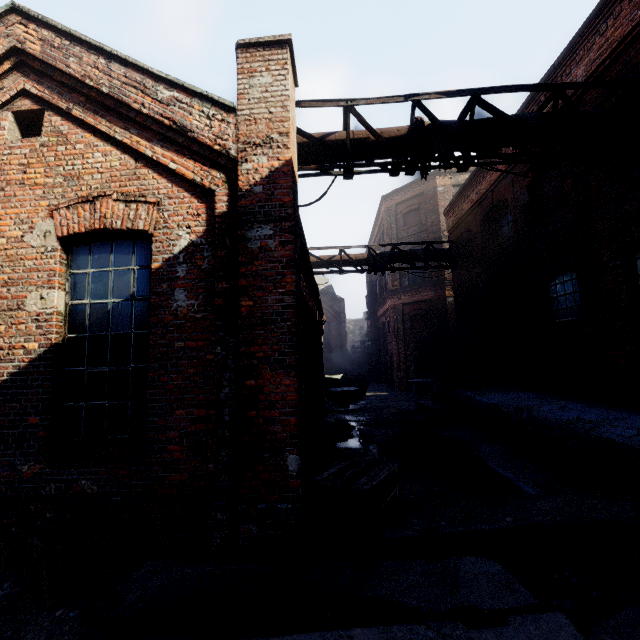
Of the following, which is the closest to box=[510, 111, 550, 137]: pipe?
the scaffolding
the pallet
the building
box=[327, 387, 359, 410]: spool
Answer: the scaffolding

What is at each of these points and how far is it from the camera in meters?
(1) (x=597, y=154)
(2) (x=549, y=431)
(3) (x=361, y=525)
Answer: (1) scaffolding, 5.7
(2) building, 6.2
(3) pallet, 4.2

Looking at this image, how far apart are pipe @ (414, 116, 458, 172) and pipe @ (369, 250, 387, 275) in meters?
6.6 m

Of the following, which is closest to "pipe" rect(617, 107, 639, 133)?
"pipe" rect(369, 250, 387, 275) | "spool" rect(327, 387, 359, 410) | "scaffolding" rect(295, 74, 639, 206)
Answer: "scaffolding" rect(295, 74, 639, 206)

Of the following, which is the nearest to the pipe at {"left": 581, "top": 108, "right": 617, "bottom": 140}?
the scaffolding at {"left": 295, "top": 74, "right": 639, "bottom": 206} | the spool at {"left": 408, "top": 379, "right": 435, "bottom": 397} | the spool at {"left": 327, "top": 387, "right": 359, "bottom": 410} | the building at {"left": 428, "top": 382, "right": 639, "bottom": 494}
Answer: the scaffolding at {"left": 295, "top": 74, "right": 639, "bottom": 206}

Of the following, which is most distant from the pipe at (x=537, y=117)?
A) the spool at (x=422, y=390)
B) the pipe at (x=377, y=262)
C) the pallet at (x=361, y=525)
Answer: the spool at (x=422, y=390)

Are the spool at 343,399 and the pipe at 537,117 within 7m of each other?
no

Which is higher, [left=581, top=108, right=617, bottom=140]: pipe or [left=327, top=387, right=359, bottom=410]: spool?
[left=581, top=108, right=617, bottom=140]: pipe
